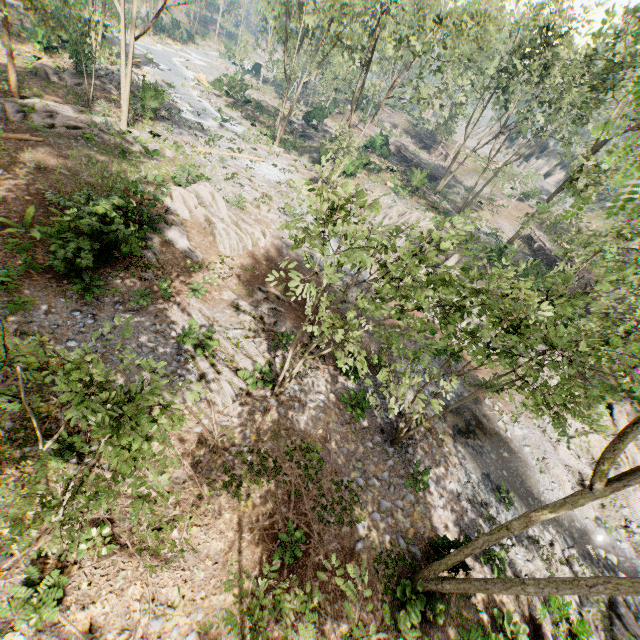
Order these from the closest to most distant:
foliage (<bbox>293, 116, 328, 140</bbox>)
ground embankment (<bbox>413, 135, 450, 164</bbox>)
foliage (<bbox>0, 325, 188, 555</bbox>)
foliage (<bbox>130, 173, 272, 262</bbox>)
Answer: foliage (<bbox>0, 325, 188, 555</bbox>) → foliage (<bbox>130, 173, 272, 262</bbox>) → foliage (<bbox>293, 116, 328, 140</bbox>) → ground embankment (<bbox>413, 135, 450, 164</bbox>)

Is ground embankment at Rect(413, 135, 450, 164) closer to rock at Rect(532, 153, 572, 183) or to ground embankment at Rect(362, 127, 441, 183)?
ground embankment at Rect(362, 127, 441, 183)

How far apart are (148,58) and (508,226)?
53.47m

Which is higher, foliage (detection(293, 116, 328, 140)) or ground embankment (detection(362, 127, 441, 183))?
ground embankment (detection(362, 127, 441, 183))

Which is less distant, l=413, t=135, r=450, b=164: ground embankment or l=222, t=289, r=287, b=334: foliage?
l=222, t=289, r=287, b=334: foliage

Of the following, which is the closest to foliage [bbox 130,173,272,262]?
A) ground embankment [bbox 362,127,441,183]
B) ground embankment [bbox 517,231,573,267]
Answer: ground embankment [bbox 362,127,441,183]

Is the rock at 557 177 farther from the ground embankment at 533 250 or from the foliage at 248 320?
the ground embankment at 533 250

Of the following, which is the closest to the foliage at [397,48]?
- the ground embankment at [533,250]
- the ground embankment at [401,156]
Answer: the ground embankment at [401,156]
